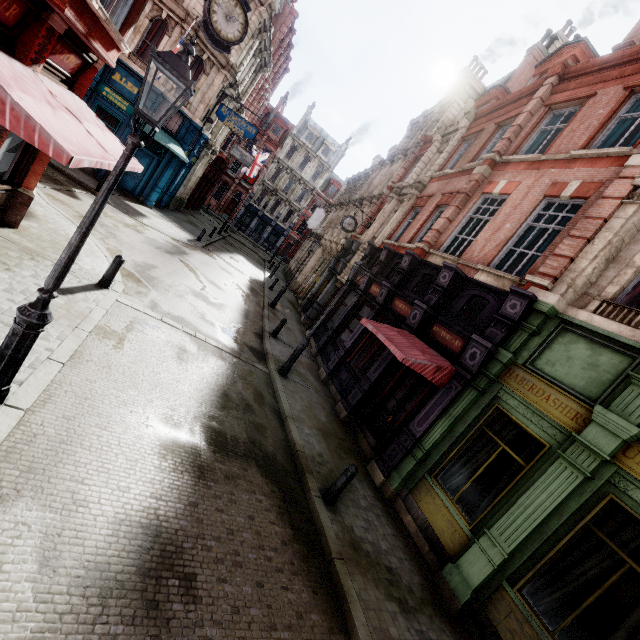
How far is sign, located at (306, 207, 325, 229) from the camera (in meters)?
33.34

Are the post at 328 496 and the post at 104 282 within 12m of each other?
yes

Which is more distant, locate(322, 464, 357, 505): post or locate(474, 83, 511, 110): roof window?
locate(474, 83, 511, 110): roof window

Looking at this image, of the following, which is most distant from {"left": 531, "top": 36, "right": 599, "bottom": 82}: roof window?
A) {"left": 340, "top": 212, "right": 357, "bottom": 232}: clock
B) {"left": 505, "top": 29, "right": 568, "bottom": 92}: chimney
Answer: {"left": 340, "top": 212, "right": 357, "bottom": 232}: clock

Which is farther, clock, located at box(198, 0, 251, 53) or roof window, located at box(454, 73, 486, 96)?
roof window, located at box(454, 73, 486, 96)

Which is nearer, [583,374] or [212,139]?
[583,374]

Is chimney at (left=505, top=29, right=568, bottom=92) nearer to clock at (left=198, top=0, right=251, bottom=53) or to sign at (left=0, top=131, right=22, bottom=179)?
clock at (left=198, top=0, right=251, bottom=53)

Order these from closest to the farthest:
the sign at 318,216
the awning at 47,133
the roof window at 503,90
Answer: the awning at 47,133, the roof window at 503,90, the sign at 318,216
